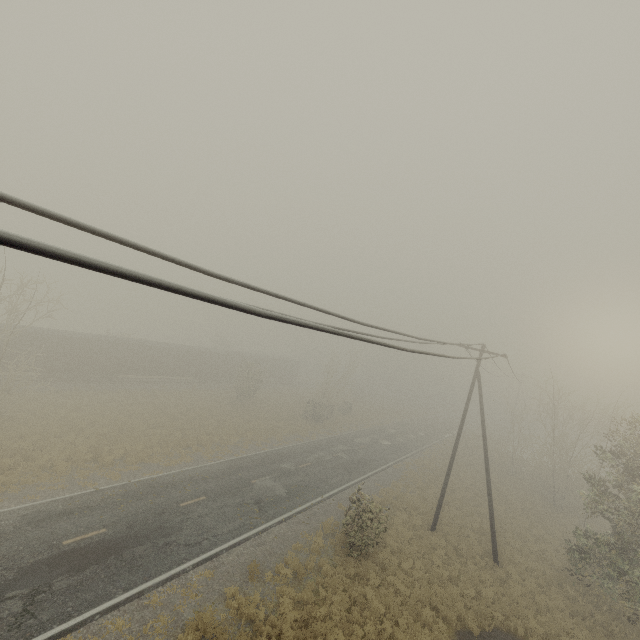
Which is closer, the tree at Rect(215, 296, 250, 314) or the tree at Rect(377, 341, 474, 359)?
the tree at Rect(215, 296, 250, 314)

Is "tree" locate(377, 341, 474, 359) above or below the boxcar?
above

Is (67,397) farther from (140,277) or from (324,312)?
(140,277)

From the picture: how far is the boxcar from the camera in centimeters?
2972cm

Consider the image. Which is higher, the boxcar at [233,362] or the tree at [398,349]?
the tree at [398,349]

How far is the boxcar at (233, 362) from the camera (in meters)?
29.72

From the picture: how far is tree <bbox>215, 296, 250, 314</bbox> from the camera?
2.71m
